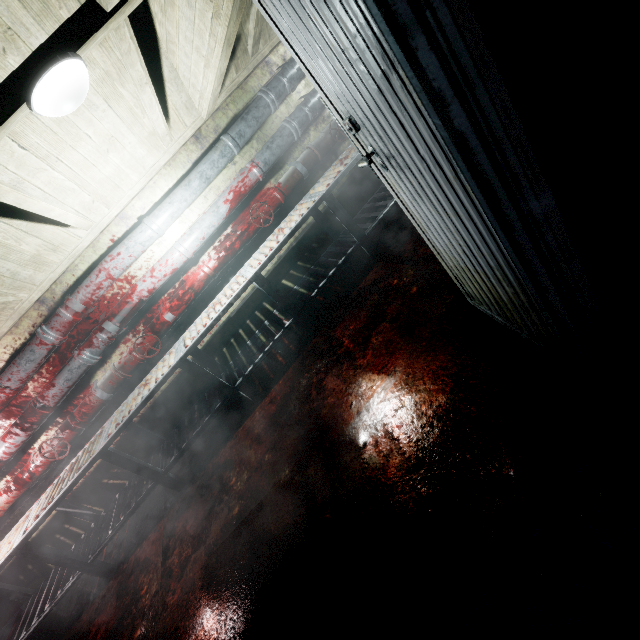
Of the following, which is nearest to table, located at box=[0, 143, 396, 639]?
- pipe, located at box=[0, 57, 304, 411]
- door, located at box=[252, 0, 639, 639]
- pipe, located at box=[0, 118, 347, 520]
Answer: pipe, located at box=[0, 118, 347, 520]

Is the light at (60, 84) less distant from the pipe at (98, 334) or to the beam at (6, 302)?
the beam at (6, 302)

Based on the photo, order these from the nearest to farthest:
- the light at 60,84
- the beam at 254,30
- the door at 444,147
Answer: the door at 444,147 < the light at 60,84 < the beam at 254,30

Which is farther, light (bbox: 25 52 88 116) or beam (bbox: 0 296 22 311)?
beam (bbox: 0 296 22 311)

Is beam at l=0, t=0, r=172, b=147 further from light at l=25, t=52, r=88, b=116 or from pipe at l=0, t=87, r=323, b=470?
pipe at l=0, t=87, r=323, b=470

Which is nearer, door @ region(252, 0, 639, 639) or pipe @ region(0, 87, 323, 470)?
door @ region(252, 0, 639, 639)

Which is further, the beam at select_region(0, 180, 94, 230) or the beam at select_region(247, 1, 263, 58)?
the beam at select_region(247, 1, 263, 58)

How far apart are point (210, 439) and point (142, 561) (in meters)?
1.09
